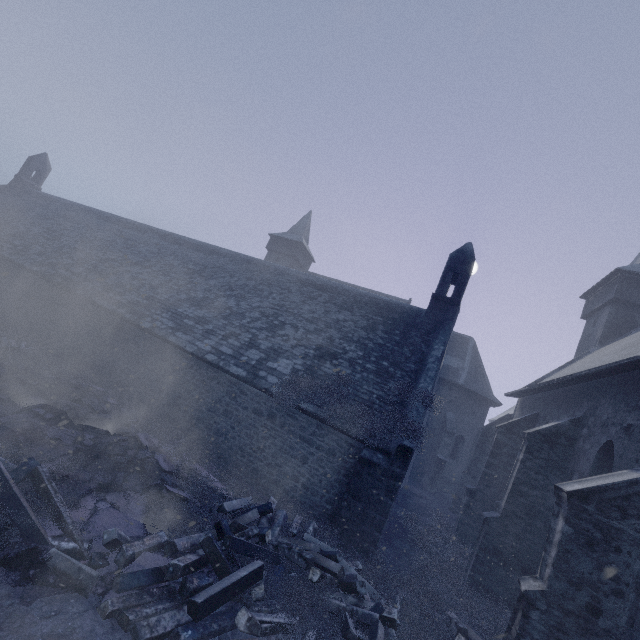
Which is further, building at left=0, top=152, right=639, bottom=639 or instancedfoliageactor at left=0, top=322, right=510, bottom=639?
building at left=0, top=152, right=639, bottom=639

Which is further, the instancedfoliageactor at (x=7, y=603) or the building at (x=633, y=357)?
the building at (x=633, y=357)

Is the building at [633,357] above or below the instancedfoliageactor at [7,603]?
above

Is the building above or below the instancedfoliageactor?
above

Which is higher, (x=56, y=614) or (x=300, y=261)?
(x=300, y=261)
